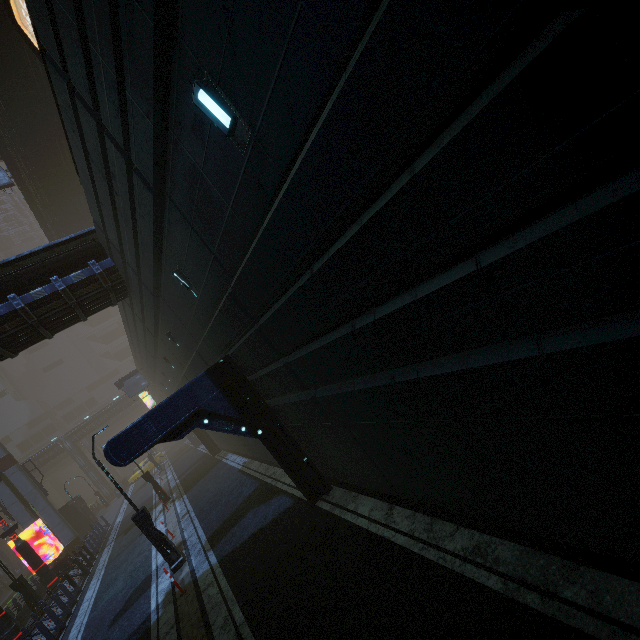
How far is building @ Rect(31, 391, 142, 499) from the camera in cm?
4759

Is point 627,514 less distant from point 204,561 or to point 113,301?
point 204,561

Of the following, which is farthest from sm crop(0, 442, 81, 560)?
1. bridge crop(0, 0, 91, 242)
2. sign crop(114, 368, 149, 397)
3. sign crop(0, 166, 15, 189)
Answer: A: sign crop(0, 166, 15, 189)

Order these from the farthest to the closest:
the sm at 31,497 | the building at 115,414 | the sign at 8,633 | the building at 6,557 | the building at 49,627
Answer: the building at 115,414 < the building at 6,557 < the sm at 31,497 < the sign at 8,633 < the building at 49,627

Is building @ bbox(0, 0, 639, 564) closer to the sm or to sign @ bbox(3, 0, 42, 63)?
the sm

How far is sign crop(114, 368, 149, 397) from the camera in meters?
32.7

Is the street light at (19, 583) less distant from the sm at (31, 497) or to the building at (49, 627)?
the building at (49, 627)

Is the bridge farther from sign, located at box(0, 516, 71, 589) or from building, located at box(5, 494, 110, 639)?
sign, located at box(0, 516, 71, 589)
